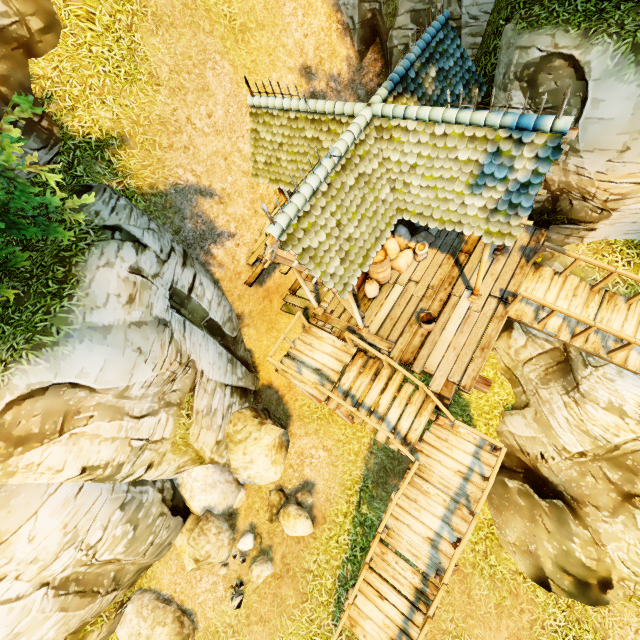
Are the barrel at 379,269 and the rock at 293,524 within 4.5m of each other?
no

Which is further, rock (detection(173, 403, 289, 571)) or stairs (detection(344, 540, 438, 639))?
rock (detection(173, 403, 289, 571))

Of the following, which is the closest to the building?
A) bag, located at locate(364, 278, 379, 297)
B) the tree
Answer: bag, located at locate(364, 278, 379, 297)

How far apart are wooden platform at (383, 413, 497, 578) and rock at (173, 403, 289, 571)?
4.1 meters

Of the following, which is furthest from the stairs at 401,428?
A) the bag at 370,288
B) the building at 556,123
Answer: the bag at 370,288

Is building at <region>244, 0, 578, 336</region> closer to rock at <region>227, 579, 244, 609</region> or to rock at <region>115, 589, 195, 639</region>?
rock at <region>227, 579, 244, 609</region>

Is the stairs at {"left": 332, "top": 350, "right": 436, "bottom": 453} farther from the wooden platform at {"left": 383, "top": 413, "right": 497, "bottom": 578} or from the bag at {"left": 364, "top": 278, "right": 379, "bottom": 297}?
the bag at {"left": 364, "top": 278, "right": 379, "bottom": 297}

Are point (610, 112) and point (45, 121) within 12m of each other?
no
